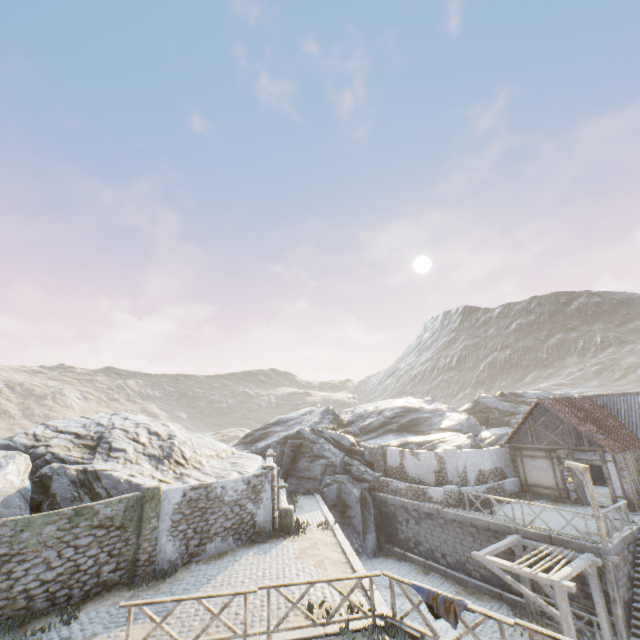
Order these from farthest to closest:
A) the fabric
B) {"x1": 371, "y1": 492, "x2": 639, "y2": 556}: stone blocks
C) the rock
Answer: the rock → {"x1": 371, "y1": 492, "x2": 639, "y2": 556}: stone blocks → the fabric

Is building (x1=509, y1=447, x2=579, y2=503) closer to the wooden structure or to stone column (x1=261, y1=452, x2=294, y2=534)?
the wooden structure

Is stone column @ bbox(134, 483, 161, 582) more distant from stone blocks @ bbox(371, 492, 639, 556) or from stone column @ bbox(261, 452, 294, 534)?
stone column @ bbox(261, 452, 294, 534)

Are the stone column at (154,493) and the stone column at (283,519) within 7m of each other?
yes

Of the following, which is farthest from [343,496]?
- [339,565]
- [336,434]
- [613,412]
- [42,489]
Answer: [613,412]

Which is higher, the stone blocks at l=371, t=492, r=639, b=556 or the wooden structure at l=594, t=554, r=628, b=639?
the stone blocks at l=371, t=492, r=639, b=556

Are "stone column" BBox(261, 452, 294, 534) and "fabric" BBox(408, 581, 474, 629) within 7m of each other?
no

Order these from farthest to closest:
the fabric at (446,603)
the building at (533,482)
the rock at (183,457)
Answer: the building at (533,482), the rock at (183,457), the fabric at (446,603)
